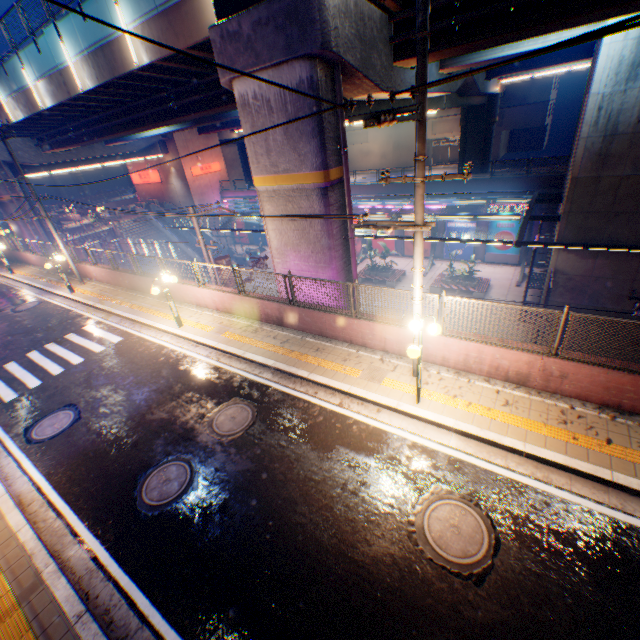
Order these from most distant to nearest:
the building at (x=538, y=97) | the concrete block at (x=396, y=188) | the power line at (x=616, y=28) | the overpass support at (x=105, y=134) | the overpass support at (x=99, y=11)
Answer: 1. the building at (x=538, y=97)
2. the concrete block at (x=396, y=188)
3. the overpass support at (x=99, y=11)
4. the overpass support at (x=105, y=134)
5. the power line at (x=616, y=28)

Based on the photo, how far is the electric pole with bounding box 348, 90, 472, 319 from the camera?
4.4 meters

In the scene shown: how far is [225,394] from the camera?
9.6m

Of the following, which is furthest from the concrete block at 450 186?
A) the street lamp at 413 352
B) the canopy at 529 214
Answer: the street lamp at 413 352

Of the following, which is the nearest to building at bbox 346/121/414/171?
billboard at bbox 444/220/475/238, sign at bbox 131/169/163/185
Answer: billboard at bbox 444/220/475/238

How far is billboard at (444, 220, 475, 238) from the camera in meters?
28.1

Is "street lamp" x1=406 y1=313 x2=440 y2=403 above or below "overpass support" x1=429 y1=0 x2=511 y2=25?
below

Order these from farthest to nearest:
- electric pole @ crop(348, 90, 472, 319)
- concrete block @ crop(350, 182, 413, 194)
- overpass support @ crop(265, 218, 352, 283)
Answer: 1. concrete block @ crop(350, 182, 413, 194)
2. overpass support @ crop(265, 218, 352, 283)
3. electric pole @ crop(348, 90, 472, 319)
